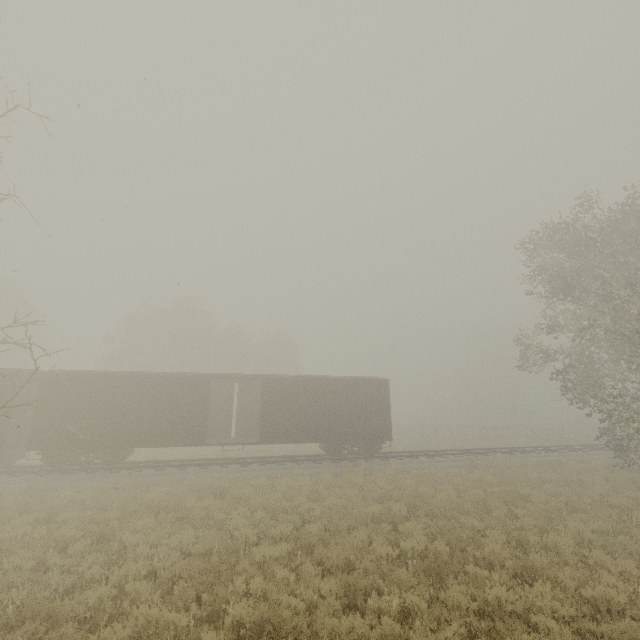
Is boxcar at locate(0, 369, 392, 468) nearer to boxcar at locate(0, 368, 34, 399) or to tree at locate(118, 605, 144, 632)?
boxcar at locate(0, 368, 34, 399)

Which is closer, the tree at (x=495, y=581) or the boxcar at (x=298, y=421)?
the tree at (x=495, y=581)

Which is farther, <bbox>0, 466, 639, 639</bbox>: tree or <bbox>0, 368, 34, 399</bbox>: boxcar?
<bbox>0, 368, 34, 399</bbox>: boxcar

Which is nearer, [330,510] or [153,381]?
[330,510]

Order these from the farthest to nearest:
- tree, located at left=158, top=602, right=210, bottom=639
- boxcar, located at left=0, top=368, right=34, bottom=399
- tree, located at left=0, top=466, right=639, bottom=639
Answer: boxcar, located at left=0, top=368, right=34, bottom=399 < tree, located at left=0, top=466, right=639, bottom=639 < tree, located at left=158, top=602, right=210, bottom=639

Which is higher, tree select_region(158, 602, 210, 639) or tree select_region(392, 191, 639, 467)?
tree select_region(392, 191, 639, 467)

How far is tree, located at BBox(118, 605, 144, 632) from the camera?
5.0 meters

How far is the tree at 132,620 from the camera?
4.99m
